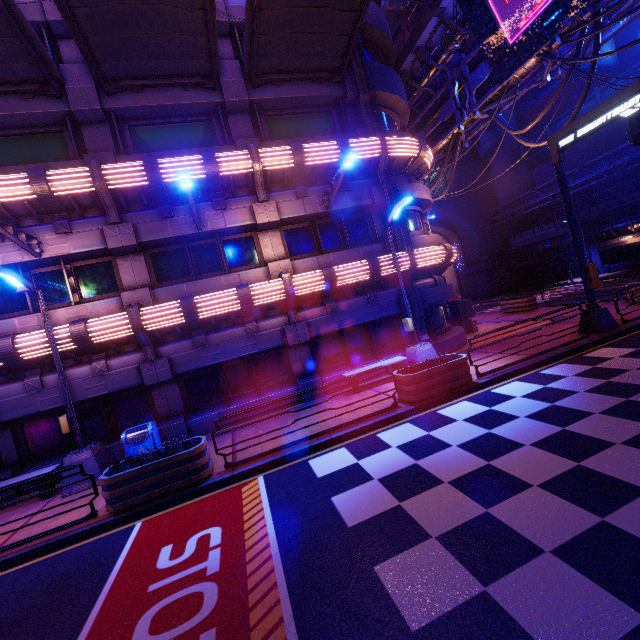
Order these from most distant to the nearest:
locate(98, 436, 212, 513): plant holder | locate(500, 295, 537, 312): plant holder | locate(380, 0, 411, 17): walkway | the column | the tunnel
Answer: locate(380, 0, 411, 17): walkway
the tunnel
the column
locate(500, 295, 537, 312): plant holder
locate(98, 436, 212, 513): plant holder

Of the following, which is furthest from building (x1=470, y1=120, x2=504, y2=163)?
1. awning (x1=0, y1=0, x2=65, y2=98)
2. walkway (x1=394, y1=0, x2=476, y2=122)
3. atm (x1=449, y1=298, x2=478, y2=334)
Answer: awning (x1=0, y1=0, x2=65, y2=98)

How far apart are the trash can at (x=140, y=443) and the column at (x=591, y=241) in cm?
4029

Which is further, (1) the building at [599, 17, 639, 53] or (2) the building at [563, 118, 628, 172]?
(1) the building at [599, 17, 639, 53]

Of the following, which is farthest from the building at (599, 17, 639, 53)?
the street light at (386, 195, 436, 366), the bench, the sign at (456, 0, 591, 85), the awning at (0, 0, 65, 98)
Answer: the awning at (0, 0, 65, 98)

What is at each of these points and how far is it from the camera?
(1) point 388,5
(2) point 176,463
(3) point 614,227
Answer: (1) walkway, 45.9 meters
(2) plant holder, 7.2 meters
(3) walkway, 30.3 meters

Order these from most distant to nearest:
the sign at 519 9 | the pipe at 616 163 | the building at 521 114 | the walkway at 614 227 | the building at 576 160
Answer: the building at 521 114 < the building at 576 160 < the walkway at 614 227 < the pipe at 616 163 < the sign at 519 9

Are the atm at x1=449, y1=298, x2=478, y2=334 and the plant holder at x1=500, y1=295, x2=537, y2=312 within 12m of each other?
yes
